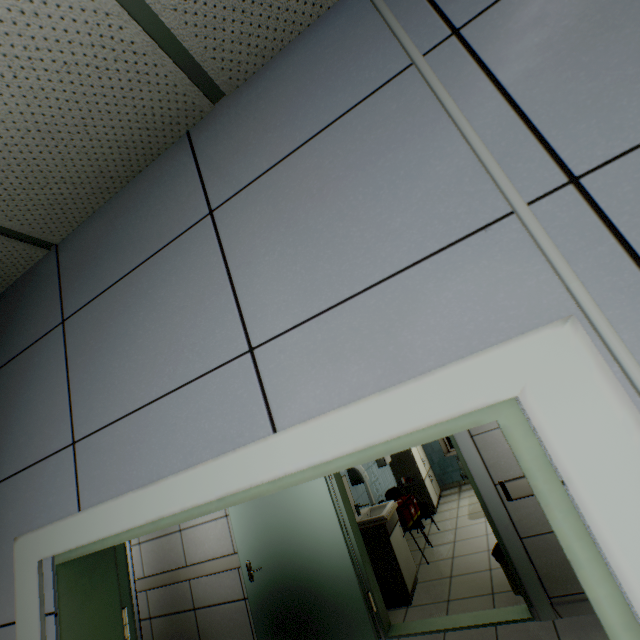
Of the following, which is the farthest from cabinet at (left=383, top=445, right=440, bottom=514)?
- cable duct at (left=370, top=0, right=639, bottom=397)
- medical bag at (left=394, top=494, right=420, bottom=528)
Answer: cable duct at (left=370, top=0, right=639, bottom=397)

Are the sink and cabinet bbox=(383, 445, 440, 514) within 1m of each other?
no

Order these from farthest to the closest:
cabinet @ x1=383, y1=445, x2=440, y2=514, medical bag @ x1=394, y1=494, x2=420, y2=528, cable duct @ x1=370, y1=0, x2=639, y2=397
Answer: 1. cabinet @ x1=383, y1=445, x2=440, y2=514
2. medical bag @ x1=394, y1=494, x2=420, y2=528
3. cable duct @ x1=370, y1=0, x2=639, y2=397

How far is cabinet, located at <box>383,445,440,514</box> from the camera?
6.54m

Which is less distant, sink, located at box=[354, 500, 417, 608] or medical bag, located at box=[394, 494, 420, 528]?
sink, located at box=[354, 500, 417, 608]

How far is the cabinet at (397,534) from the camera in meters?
3.9 m

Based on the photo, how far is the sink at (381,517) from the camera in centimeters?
391cm

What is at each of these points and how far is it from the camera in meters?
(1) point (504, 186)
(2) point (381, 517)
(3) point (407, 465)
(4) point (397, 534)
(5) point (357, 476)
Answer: (1) cable duct, 0.7
(2) sink, 4.1
(3) cabinet, 6.8
(4) cabinet, 4.3
(5) hand dryer, 5.0
